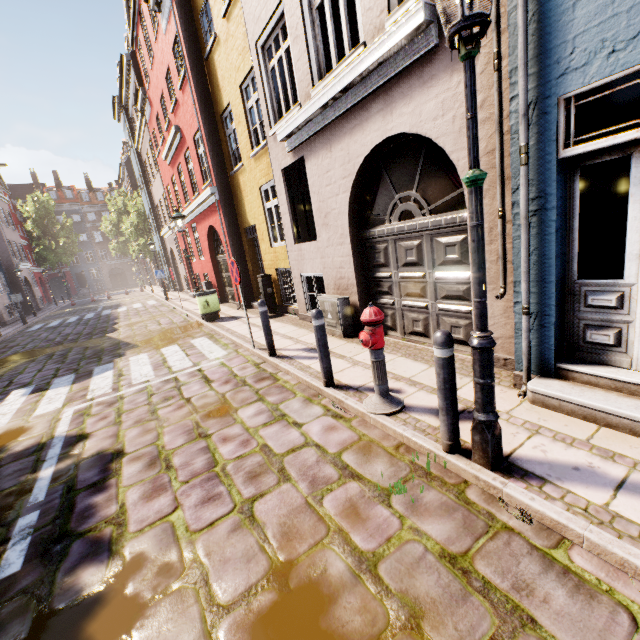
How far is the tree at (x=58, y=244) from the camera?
39.1 meters

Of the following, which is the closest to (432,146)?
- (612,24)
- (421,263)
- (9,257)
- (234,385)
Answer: (421,263)

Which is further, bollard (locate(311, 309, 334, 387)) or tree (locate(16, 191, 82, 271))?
tree (locate(16, 191, 82, 271))

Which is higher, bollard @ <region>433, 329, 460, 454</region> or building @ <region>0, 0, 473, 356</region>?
building @ <region>0, 0, 473, 356</region>

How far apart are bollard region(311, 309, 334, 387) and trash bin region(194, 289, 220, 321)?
7.3m

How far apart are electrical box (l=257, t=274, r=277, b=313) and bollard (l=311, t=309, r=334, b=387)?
6.1m

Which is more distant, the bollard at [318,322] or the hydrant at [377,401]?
the bollard at [318,322]

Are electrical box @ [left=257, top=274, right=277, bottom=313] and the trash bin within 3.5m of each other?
yes
